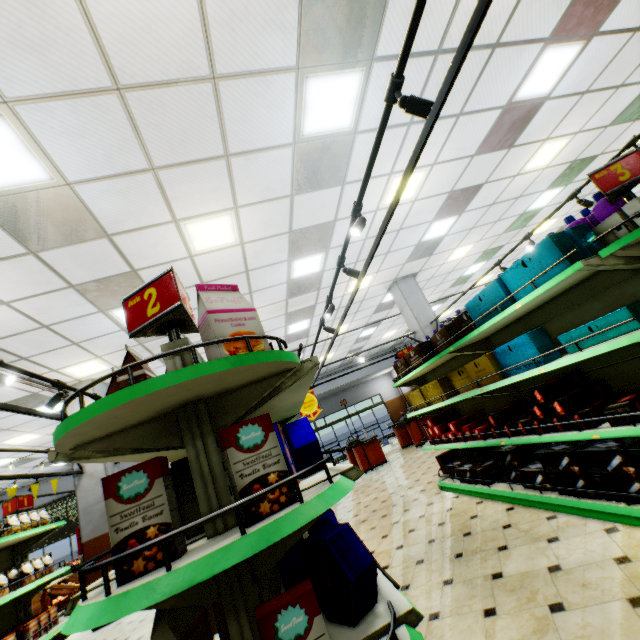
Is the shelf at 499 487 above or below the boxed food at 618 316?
below

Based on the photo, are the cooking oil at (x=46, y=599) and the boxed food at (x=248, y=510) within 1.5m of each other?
no

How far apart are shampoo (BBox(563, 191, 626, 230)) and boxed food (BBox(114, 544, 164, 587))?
3.65m

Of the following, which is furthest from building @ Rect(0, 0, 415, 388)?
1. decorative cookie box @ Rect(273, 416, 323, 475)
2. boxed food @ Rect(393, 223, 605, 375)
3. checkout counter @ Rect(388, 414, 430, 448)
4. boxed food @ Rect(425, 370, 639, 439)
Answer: boxed food @ Rect(393, 223, 605, 375)

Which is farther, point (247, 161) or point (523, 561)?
point (247, 161)

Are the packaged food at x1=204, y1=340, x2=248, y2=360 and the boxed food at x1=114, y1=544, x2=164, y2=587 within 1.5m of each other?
yes

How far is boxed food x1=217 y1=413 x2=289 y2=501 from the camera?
1.17m

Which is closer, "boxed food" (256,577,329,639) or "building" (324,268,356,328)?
"boxed food" (256,577,329,639)
